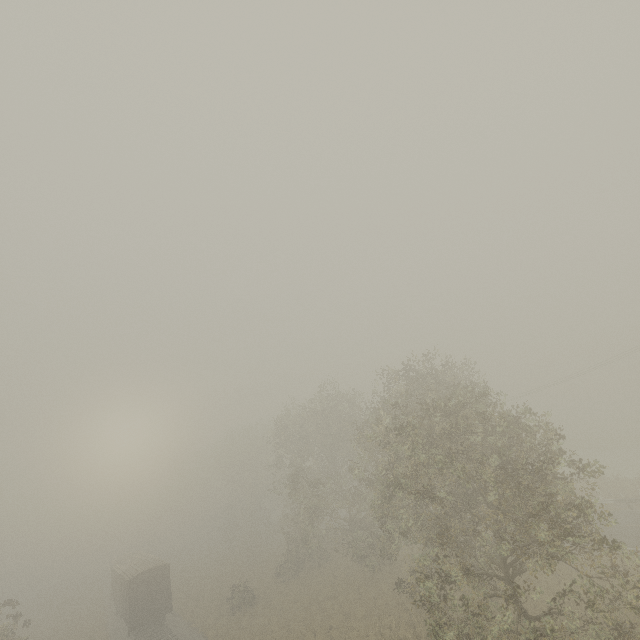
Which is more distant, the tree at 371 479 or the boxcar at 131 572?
the boxcar at 131 572

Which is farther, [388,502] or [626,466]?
[626,466]

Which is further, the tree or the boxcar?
the boxcar
